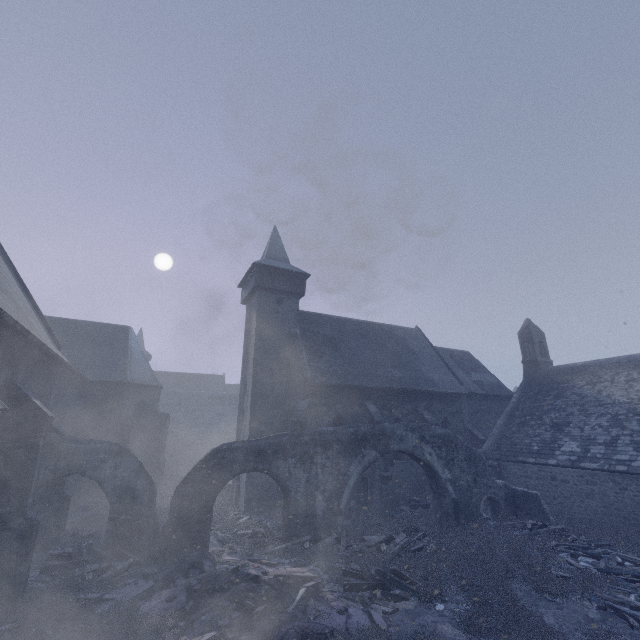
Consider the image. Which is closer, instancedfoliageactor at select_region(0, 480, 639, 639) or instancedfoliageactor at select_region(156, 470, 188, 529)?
instancedfoliageactor at select_region(0, 480, 639, 639)

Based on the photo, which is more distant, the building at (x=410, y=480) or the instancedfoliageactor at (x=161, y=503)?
the building at (x=410, y=480)

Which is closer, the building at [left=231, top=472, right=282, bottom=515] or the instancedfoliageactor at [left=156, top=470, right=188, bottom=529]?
the instancedfoliageactor at [left=156, top=470, right=188, bottom=529]

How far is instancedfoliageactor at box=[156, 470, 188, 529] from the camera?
16.62m

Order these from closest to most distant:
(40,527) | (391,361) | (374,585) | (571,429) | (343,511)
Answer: (374,585) < (40,527) < (343,511) < (571,429) < (391,361)

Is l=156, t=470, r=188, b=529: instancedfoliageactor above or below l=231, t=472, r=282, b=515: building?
below

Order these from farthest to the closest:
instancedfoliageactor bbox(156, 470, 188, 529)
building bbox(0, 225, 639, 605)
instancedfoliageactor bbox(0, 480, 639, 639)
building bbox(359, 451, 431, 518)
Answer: building bbox(359, 451, 431, 518), instancedfoliageactor bbox(156, 470, 188, 529), building bbox(0, 225, 639, 605), instancedfoliageactor bbox(0, 480, 639, 639)
